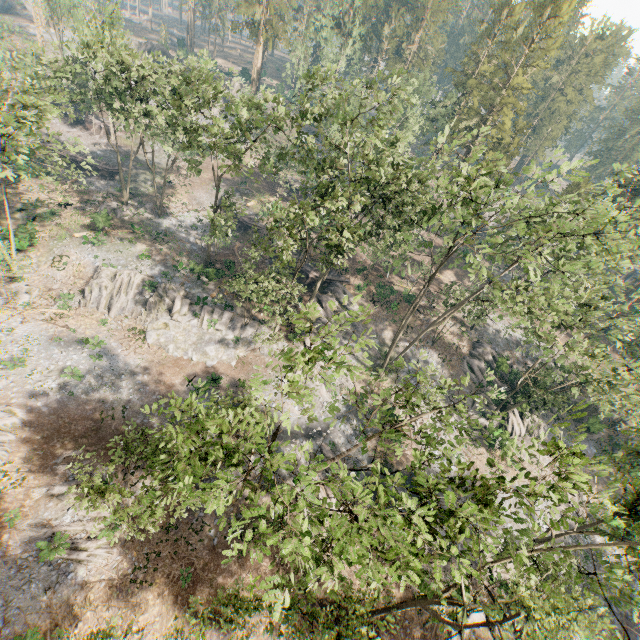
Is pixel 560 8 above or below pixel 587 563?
above

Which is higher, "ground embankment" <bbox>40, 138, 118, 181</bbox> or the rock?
"ground embankment" <bbox>40, 138, 118, 181</bbox>

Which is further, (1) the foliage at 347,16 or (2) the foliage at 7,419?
(1) the foliage at 347,16

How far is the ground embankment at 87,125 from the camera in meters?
50.4

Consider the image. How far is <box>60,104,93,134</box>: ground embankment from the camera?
50.4 meters

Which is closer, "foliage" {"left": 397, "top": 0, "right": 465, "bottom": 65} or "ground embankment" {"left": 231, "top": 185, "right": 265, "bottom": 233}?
"ground embankment" {"left": 231, "top": 185, "right": 265, "bottom": 233}

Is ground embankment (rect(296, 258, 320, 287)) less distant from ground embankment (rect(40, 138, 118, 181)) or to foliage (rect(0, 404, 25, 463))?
→ foliage (rect(0, 404, 25, 463))
